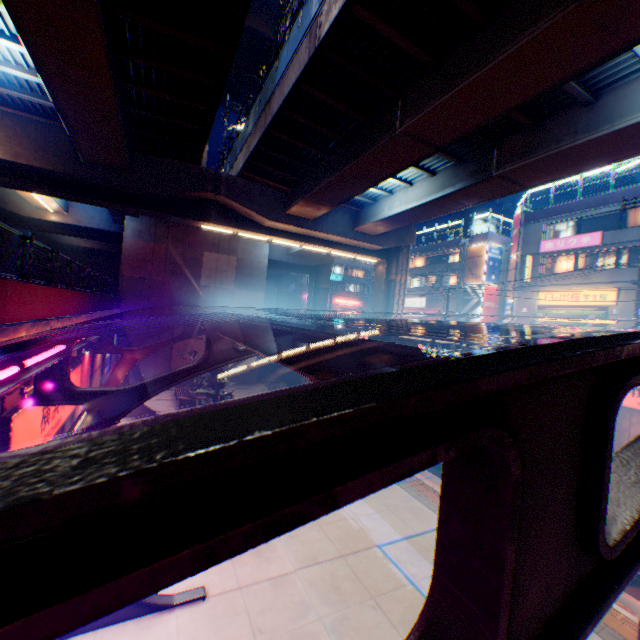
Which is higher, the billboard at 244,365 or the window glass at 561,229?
the window glass at 561,229

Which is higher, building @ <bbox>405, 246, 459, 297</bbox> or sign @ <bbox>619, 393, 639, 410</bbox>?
building @ <bbox>405, 246, 459, 297</bbox>

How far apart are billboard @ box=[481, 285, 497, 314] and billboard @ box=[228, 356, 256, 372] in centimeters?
2515cm

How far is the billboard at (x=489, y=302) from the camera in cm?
3721

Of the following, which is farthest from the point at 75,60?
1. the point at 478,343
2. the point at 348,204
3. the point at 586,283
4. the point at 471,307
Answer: the point at 471,307

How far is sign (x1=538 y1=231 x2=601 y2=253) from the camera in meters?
25.4

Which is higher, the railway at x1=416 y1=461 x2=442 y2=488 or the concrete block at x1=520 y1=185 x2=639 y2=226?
the concrete block at x1=520 y1=185 x2=639 y2=226

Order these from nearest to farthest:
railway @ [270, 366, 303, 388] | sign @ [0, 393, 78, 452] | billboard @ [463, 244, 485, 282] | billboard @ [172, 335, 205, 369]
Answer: sign @ [0, 393, 78, 452] < billboard @ [172, 335, 205, 369] < railway @ [270, 366, 303, 388] < billboard @ [463, 244, 485, 282]
